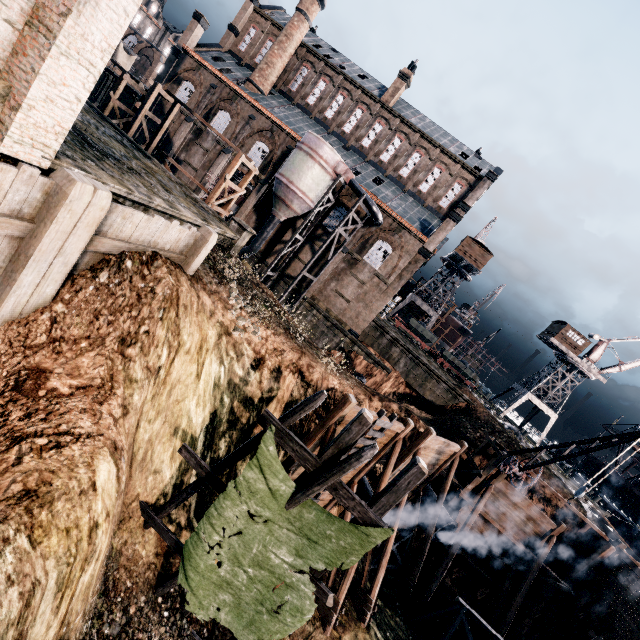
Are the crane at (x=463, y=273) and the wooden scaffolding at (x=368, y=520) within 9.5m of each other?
no

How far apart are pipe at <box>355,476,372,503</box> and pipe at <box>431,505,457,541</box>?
5.8m

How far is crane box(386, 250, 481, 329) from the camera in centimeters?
5314cm

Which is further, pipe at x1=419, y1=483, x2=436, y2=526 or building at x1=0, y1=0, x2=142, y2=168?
pipe at x1=419, y1=483, x2=436, y2=526

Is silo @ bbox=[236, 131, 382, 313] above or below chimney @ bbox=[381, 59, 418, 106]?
below

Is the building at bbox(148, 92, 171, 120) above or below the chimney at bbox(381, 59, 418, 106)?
below

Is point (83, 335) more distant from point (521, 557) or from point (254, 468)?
point (521, 557)

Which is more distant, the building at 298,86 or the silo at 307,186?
the building at 298,86
